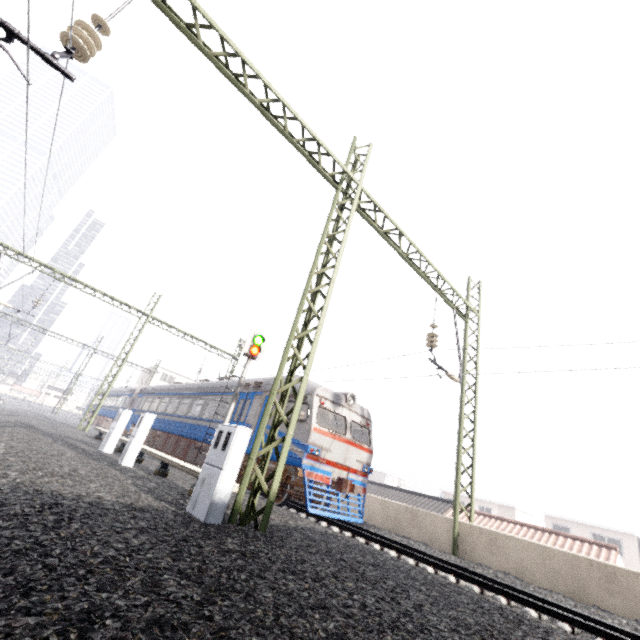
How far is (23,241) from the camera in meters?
9.1 m

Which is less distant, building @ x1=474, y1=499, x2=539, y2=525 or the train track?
the train track

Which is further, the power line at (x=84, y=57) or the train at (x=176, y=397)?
the train at (x=176, y=397)

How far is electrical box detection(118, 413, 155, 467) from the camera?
8.89m

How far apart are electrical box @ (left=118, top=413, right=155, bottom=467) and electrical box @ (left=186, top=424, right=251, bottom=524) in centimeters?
480cm

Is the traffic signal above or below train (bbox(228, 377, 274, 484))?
above

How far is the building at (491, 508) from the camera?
38.75m

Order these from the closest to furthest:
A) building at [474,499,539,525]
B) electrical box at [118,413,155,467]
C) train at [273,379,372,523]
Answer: electrical box at [118,413,155,467]
train at [273,379,372,523]
building at [474,499,539,525]
